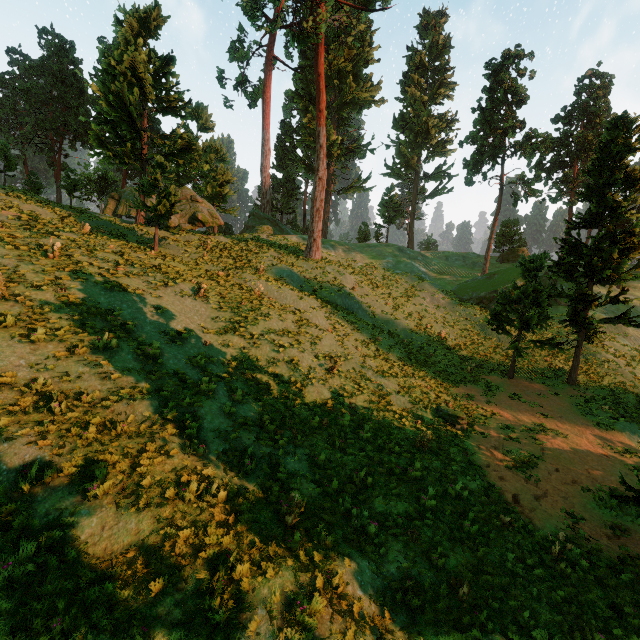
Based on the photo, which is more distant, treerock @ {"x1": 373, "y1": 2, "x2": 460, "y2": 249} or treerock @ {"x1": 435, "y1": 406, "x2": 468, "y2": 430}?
treerock @ {"x1": 373, "y1": 2, "x2": 460, "y2": 249}

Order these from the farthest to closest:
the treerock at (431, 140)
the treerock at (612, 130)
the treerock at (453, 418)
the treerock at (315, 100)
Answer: the treerock at (431, 140)
the treerock at (315, 100)
the treerock at (612, 130)
the treerock at (453, 418)

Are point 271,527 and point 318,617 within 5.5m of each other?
yes

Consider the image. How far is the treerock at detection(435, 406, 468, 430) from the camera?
16.1m

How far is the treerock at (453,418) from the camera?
16.1 meters

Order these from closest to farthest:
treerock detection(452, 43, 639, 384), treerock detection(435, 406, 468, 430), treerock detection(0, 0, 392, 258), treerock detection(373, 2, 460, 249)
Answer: treerock detection(435, 406, 468, 430) → treerock detection(452, 43, 639, 384) → treerock detection(0, 0, 392, 258) → treerock detection(373, 2, 460, 249)

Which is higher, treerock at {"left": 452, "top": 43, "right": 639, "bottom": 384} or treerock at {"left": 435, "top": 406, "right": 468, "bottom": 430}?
treerock at {"left": 452, "top": 43, "right": 639, "bottom": 384}

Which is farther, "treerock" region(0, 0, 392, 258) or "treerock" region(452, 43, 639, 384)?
"treerock" region(0, 0, 392, 258)
